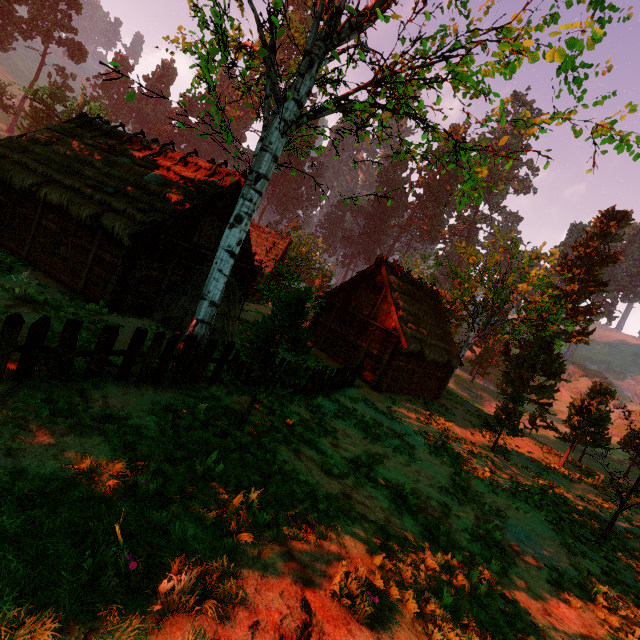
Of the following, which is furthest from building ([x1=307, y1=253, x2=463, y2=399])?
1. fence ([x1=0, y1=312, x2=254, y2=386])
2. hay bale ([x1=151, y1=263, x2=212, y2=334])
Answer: hay bale ([x1=151, y1=263, x2=212, y2=334])

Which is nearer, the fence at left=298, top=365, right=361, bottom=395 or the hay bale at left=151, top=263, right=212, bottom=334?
the hay bale at left=151, top=263, right=212, bottom=334

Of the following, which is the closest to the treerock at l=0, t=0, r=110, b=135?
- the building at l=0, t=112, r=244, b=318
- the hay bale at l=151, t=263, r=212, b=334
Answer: the building at l=0, t=112, r=244, b=318

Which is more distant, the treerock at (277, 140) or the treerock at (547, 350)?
the treerock at (547, 350)

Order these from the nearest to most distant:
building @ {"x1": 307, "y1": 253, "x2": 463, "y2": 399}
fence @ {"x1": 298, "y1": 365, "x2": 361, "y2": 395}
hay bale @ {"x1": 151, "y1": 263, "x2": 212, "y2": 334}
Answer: hay bale @ {"x1": 151, "y1": 263, "x2": 212, "y2": 334} < fence @ {"x1": 298, "y1": 365, "x2": 361, "y2": 395} < building @ {"x1": 307, "y1": 253, "x2": 463, "y2": 399}

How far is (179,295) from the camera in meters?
12.6

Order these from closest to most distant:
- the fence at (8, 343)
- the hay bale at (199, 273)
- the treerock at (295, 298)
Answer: the fence at (8, 343) → the treerock at (295, 298) → the hay bale at (199, 273)
